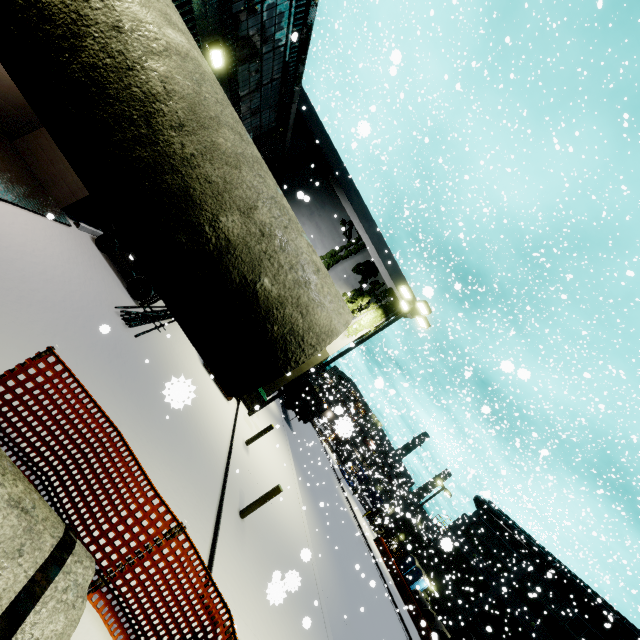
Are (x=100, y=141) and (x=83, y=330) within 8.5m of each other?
yes

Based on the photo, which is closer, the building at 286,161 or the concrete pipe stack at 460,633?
the building at 286,161

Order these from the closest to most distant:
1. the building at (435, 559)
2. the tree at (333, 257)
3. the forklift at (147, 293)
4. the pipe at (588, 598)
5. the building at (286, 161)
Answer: the building at (286, 161)
the forklift at (147, 293)
the tree at (333, 257)
the pipe at (588, 598)
the building at (435, 559)

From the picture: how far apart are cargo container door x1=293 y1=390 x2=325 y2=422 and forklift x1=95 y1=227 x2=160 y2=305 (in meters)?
18.18

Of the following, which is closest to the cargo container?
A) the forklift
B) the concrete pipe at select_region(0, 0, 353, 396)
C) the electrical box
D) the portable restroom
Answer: the portable restroom

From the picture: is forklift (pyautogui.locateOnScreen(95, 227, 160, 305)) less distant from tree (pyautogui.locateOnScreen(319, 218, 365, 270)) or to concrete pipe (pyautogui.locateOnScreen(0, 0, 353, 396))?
concrete pipe (pyautogui.locateOnScreen(0, 0, 353, 396))

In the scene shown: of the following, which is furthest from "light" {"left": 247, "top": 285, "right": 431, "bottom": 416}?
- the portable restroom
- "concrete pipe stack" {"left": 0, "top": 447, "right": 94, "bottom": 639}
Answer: the portable restroom

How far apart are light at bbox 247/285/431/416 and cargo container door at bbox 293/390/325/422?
12.62m
